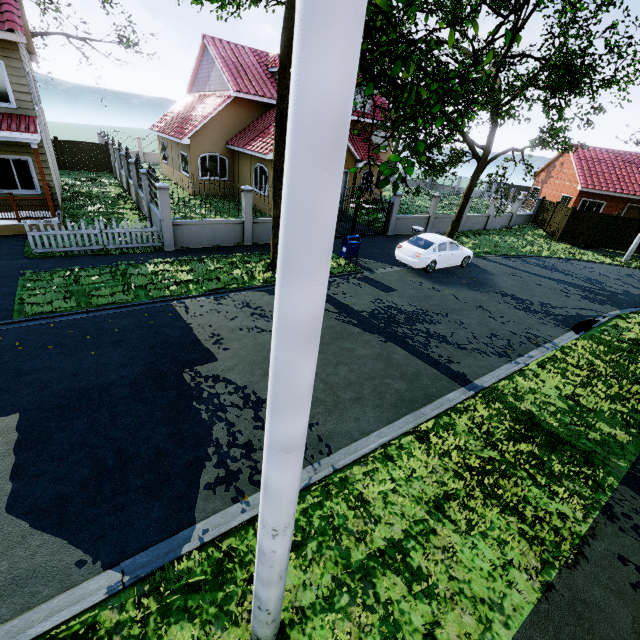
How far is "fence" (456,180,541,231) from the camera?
24.00m

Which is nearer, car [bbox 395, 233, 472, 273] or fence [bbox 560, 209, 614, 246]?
car [bbox 395, 233, 472, 273]

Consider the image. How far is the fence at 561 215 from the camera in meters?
24.5

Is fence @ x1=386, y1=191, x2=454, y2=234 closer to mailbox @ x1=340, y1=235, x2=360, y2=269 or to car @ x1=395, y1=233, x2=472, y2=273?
car @ x1=395, y1=233, x2=472, y2=273

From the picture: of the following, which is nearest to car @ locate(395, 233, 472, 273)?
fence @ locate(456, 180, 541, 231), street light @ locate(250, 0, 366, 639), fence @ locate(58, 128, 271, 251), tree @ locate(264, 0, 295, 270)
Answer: tree @ locate(264, 0, 295, 270)

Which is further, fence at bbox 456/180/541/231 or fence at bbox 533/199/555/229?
fence at bbox 533/199/555/229

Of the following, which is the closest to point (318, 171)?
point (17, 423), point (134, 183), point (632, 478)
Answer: point (17, 423)

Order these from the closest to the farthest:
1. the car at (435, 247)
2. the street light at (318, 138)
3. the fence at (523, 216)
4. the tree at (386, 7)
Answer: the street light at (318, 138) → the tree at (386, 7) → the car at (435, 247) → the fence at (523, 216)
